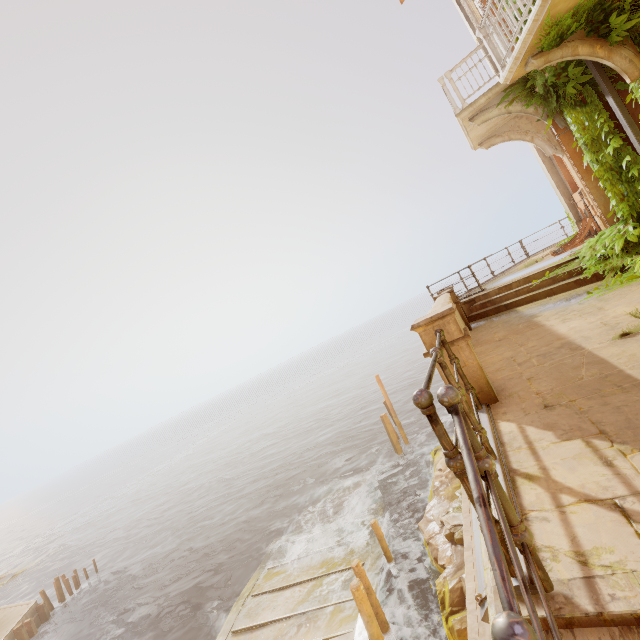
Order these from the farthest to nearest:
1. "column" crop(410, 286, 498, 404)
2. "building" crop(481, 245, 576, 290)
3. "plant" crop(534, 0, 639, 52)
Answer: "building" crop(481, 245, 576, 290) < "plant" crop(534, 0, 639, 52) < "column" crop(410, 286, 498, 404)

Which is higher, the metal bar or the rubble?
the metal bar

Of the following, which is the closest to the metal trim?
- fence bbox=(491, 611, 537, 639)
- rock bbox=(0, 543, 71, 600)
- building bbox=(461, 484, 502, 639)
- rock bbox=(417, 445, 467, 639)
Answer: fence bbox=(491, 611, 537, 639)

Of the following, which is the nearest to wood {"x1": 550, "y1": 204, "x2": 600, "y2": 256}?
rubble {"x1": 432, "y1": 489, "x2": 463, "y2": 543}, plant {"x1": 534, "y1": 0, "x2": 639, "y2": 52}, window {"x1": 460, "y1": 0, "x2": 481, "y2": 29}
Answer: plant {"x1": 534, "y1": 0, "x2": 639, "y2": 52}

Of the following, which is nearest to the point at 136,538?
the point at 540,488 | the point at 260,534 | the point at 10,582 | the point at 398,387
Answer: the point at 10,582

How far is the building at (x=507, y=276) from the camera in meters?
9.5

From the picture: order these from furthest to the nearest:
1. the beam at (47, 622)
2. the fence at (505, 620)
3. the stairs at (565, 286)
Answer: the beam at (47, 622)
the stairs at (565, 286)
the fence at (505, 620)

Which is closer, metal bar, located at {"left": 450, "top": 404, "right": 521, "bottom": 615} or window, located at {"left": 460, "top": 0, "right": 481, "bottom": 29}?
metal bar, located at {"left": 450, "top": 404, "right": 521, "bottom": 615}
